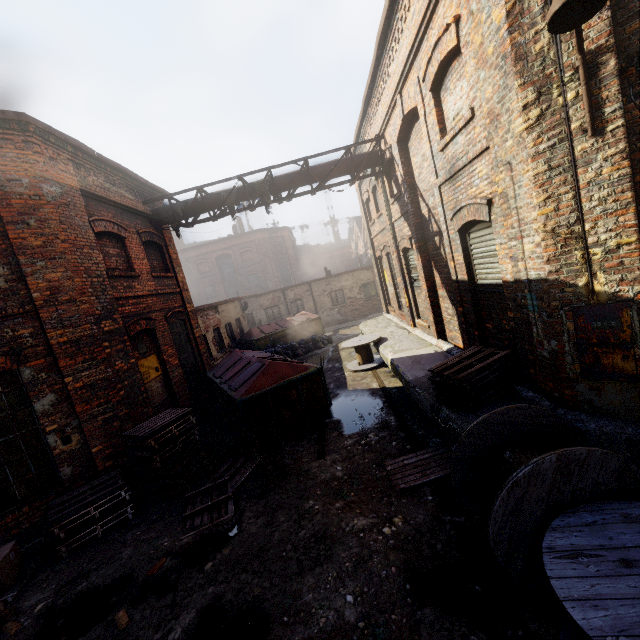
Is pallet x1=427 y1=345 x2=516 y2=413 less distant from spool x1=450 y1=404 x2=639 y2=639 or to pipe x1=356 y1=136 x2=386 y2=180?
spool x1=450 y1=404 x2=639 y2=639

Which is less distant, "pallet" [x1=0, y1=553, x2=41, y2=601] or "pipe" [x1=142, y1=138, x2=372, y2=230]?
"pallet" [x1=0, y1=553, x2=41, y2=601]

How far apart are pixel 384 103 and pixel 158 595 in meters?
11.1 m

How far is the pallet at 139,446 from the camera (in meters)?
6.50

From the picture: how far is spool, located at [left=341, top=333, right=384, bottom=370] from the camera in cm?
1140

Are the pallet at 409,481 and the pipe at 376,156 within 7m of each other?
no

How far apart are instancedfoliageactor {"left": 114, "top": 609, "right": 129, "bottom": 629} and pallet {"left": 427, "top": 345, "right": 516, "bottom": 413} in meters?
5.3

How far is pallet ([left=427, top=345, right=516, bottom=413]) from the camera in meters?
5.2 m
